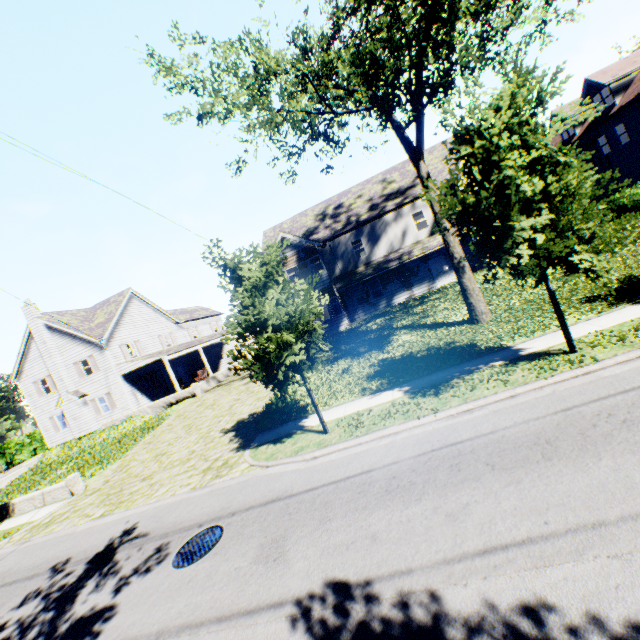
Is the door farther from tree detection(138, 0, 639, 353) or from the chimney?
the chimney

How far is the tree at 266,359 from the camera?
8.5m

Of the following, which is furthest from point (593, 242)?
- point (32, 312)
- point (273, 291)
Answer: point (32, 312)

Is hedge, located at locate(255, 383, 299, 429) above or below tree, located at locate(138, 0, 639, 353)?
below

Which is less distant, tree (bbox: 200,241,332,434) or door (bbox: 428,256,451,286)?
tree (bbox: 200,241,332,434)

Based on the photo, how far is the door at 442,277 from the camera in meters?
Answer: 24.5

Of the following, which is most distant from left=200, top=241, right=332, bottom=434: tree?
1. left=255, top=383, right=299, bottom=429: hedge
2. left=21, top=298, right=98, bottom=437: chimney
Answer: left=21, top=298, right=98, bottom=437: chimney
